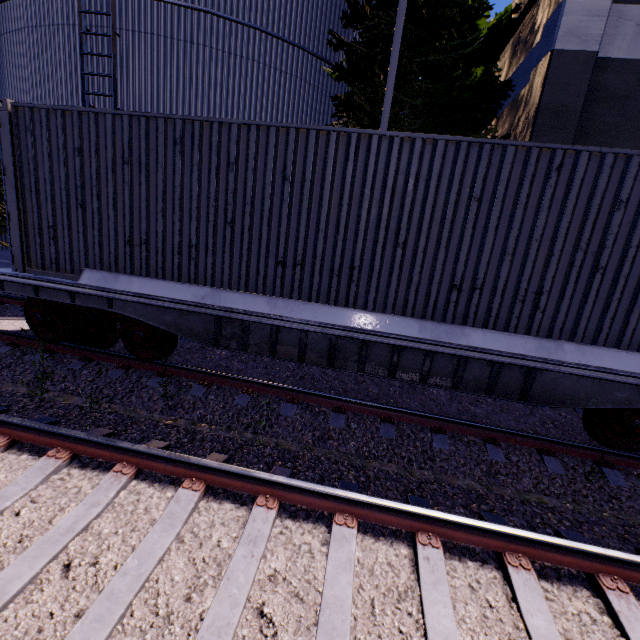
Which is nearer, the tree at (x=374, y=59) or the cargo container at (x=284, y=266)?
the cargo container at (x=284, y=266)

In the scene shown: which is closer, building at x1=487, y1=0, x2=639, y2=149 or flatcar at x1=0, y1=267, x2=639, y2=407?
flatcar at x1=0, y1=267, x2=639, y2=407

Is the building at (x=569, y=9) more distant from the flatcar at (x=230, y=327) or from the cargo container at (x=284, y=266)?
the flatcar at (x=230, y=327)

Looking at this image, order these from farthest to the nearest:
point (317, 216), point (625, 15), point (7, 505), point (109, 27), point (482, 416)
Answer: point (109, 27), point (625, 15), point (482, 416), point (317, 216), point (7, 505)

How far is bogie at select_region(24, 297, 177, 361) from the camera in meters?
5.4

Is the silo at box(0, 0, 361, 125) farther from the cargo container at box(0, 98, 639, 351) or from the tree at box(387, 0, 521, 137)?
the cargo container at box(0, 98, 639, 351)

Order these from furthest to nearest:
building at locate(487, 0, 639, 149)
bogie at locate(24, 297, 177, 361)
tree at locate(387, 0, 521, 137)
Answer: tree at locate(387, 0, 521, 137), building at locate(487, 0, 639, 149), bogie at locate(24, 297, 177, 361)

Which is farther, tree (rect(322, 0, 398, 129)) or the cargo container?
tree (rect(322, 0, 398, 129))
